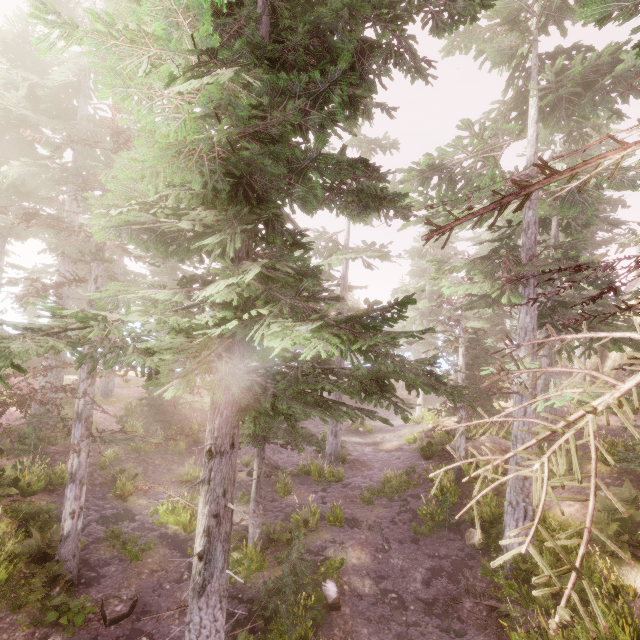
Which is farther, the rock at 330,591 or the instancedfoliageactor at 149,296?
the rock at 330,591

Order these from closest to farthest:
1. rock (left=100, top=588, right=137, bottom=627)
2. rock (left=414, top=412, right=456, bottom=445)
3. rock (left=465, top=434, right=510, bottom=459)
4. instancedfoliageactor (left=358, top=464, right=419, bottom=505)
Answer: rock (left=100, top=588, right=137, bottom=627) → instancedfoliageactor (left=358, top=464, right=419, bottom=505) → rock (left=465, top=434, right=510, bottom=459) → rock (left=414, top=412, right=456, bottom=445)

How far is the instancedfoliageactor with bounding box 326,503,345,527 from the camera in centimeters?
1321cm

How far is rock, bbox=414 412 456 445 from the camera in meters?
21.4

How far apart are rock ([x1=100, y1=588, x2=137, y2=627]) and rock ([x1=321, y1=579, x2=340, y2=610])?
5.2m

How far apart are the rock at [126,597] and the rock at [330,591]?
5.2m

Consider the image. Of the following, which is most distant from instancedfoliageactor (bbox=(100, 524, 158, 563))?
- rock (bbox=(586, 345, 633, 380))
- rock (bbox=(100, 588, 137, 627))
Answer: rock (bbox=(100, 588, 137, 627))

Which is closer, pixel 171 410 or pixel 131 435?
pixel 131 435
